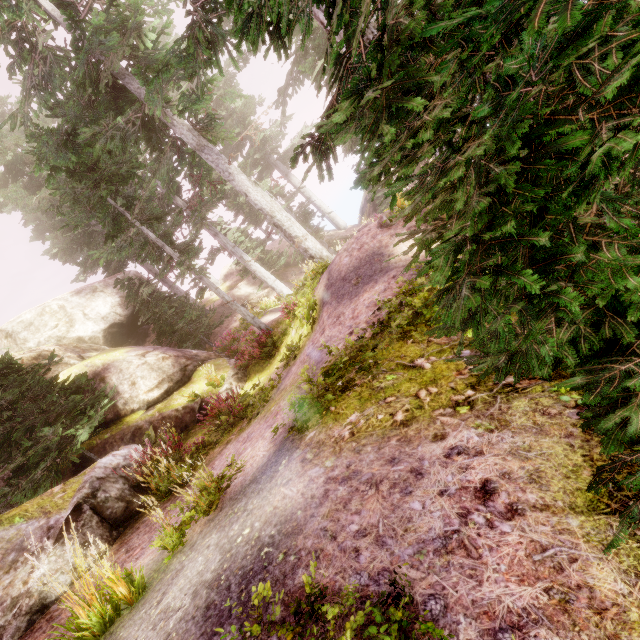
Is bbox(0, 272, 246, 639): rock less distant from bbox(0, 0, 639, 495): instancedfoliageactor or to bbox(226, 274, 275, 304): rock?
bbox(0, 0, 639, 495): instancedfoliageactor

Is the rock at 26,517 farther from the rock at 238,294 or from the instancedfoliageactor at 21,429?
the rock at 238,294

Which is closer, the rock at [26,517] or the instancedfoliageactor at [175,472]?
the instancedfoliageactor at [175,472]

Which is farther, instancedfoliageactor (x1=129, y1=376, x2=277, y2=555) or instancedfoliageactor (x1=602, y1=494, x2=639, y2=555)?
instancedfoliageactor (x1=129, y1=376, x2=277, y2=555)

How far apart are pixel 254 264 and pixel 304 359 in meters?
13.9

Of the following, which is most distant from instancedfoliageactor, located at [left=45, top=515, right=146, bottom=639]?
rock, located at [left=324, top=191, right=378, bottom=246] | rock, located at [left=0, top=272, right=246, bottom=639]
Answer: rock, located at [left=324, top=191, right=378, bottom=246]

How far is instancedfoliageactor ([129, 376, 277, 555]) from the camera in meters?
3.8 m
